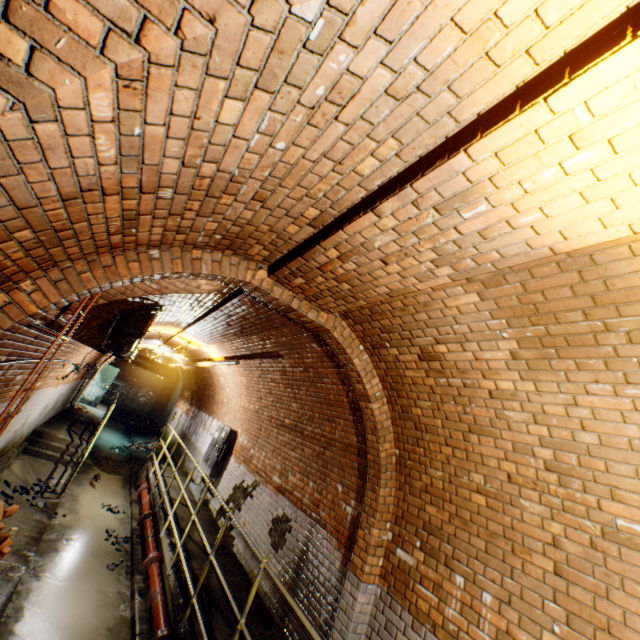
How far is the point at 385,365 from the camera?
3.8 meters

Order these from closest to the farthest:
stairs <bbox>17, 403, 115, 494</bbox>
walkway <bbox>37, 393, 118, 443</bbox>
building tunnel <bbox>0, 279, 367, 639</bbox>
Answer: building tunnel <bbox>0, 279, 367, 639</bbox>, stairs <bbox>17, 403, 115, 494</bbox>, walkway <bbox>37, 393, 118, 443</bbox>

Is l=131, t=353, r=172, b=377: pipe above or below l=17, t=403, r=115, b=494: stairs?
above

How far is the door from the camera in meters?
16.0 m

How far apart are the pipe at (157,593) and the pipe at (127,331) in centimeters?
381cm

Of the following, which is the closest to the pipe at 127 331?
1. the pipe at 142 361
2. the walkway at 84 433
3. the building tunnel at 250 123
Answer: the building tunnel at 250 123

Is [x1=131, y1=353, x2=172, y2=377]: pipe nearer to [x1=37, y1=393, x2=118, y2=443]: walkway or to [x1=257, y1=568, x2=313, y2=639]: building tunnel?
[x1=257, y1=568, x2=313, y2=639]: building tunnel

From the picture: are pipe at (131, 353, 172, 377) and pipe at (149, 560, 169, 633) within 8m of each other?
no
